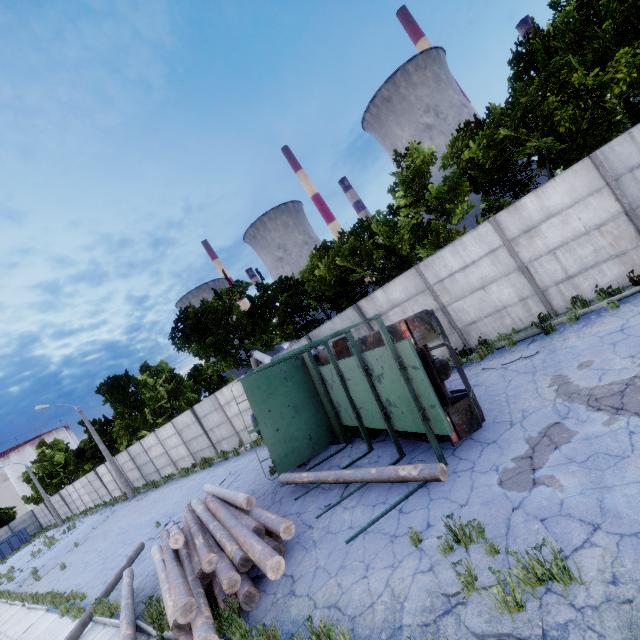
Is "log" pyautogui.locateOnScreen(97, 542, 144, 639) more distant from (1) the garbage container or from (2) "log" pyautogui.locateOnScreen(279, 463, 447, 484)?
(1) the garbage container

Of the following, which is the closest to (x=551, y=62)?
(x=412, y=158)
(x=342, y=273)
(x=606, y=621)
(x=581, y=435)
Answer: (x=412, y=158)

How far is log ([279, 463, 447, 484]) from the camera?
6.0 meters

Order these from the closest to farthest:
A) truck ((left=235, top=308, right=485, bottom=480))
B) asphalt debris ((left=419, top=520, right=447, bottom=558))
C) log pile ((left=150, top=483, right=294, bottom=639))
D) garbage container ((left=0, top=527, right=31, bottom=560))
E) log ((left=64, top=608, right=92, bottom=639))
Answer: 1. asphalt debris ((left=419, top=520, right=447, bottom=558))
2. log pile ((left=150, top=483, right=294, bottom=639))
3. truck ((left=235, top=308, right=485, bottom=480))
4. log ((left=64, top=608, right=92, bottom=639))
5. garbage container ((left=0, top=527, right=31, bottom=560))

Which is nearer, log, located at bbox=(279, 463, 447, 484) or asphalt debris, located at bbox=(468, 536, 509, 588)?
asphalt debris, located at bbox=(468, 536, 509, 588)

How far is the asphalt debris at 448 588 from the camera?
4.0 meters

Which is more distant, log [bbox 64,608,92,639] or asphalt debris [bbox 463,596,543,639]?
log [bbox 64,608,92,639]

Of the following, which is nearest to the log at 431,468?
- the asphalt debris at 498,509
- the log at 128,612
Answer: the asphalt debris at 498,509
